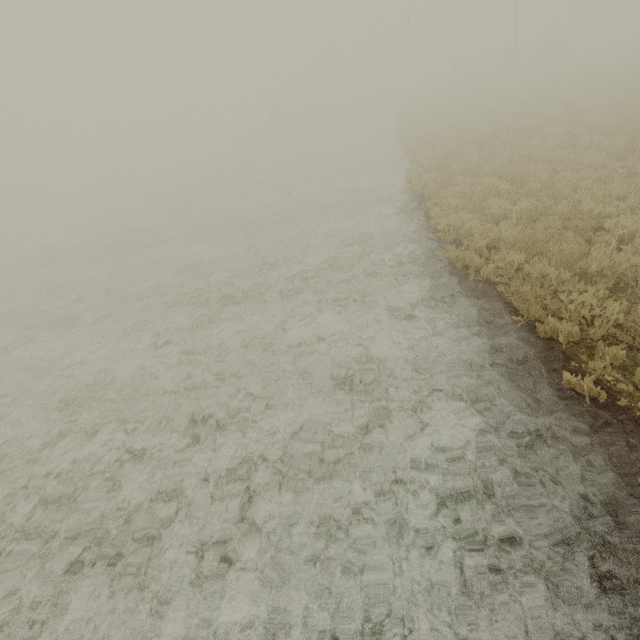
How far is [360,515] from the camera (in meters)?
3.50
